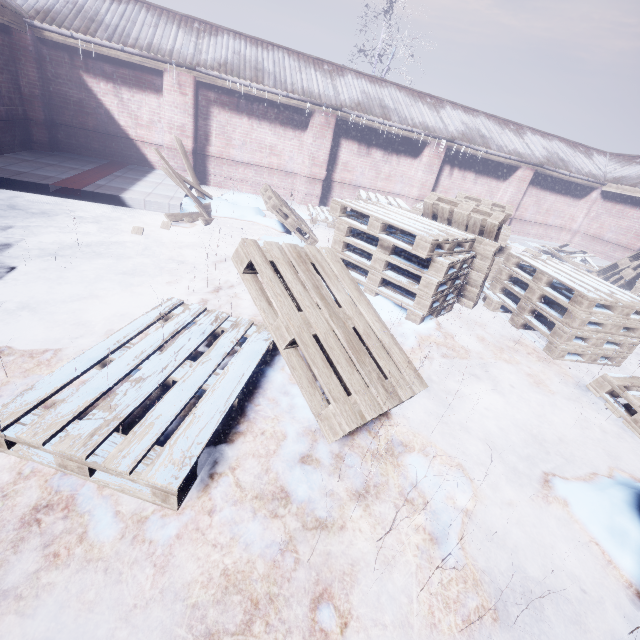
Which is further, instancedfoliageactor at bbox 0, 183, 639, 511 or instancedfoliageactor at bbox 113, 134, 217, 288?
instancedfoliageactor at bbox 113, 134, 217, 288

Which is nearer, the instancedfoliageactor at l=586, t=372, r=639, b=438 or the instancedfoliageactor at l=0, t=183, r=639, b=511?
the instancedfoliageactor at l=0, t=183, r=639, b=511

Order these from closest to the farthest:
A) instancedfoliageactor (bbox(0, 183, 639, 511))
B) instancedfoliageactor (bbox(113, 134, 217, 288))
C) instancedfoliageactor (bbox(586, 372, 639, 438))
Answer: instancedfoliageactor (bbox(0, 183, 639, 511)) → instancedfoliageactor (bbox(586, 372, 639, 438)) → instancedfoliageactor (bbox(113, 134, 217, 288))

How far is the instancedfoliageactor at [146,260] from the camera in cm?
404

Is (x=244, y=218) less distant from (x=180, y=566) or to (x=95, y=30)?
(x=95, y=30)

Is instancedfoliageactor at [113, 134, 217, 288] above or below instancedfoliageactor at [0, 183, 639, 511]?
below

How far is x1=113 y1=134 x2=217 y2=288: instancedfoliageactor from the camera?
4.0m

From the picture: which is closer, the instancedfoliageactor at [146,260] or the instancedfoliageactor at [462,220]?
the instancedfoliageactor at [462,220]
